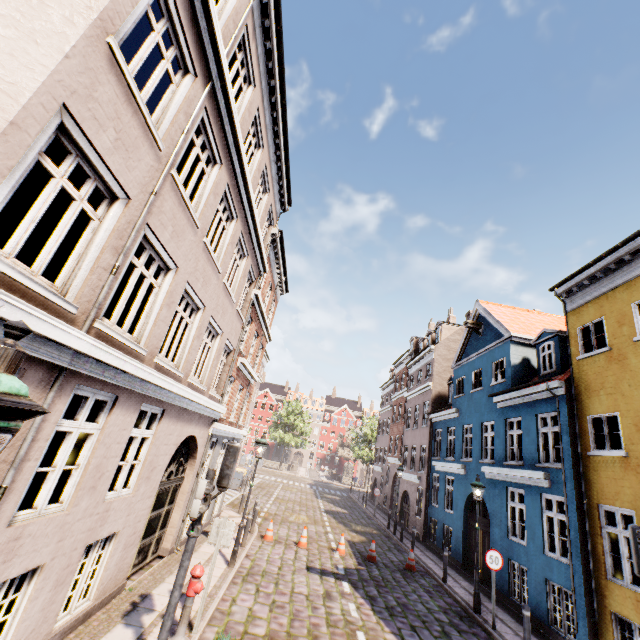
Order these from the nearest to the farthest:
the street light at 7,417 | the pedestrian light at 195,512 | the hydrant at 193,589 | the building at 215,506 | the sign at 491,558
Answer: the street light at 7,417, the pedestrian light at 195,512, the hydrant at 193,589, the sign at 491,558, the building at 215,506

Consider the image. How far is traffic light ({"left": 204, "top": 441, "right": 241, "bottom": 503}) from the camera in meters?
5.5 m

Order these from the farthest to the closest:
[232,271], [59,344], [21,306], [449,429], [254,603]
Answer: [449,429]
[232,271]
[254,603]
[59,344]
[21,306]

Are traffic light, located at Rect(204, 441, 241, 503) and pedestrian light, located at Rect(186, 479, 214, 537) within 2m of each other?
yes

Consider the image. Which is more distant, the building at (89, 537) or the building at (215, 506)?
the building at (215, 506)

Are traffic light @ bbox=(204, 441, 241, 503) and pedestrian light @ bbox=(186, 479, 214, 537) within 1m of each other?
yes

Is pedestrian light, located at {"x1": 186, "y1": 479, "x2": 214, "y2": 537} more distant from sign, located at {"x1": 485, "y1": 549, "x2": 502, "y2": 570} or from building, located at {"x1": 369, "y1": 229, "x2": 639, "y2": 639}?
sign, located at {"x1": 485, "y1": 549, "x2": 502, "y2": 570}

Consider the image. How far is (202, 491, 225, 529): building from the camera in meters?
13.0 m
